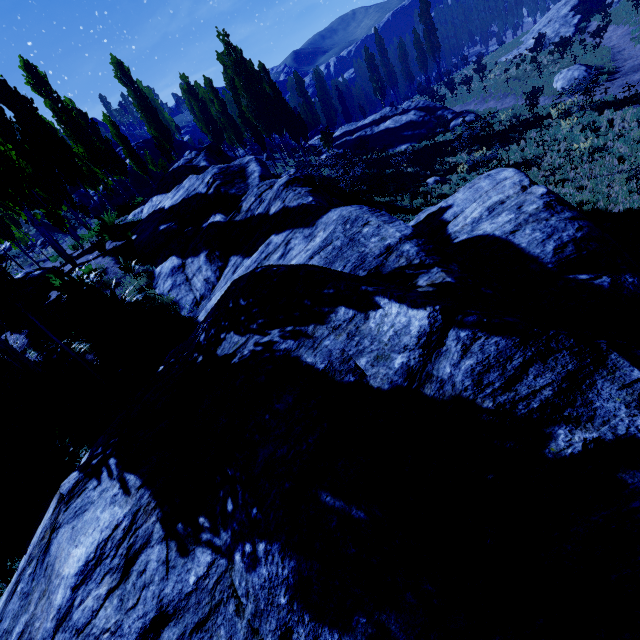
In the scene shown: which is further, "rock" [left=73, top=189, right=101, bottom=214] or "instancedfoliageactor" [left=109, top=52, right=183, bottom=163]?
"rock" [left=73, top=189, right=101, bottom=214]

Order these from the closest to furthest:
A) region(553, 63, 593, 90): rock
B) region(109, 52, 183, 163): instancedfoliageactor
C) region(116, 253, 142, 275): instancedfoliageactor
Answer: region(116, 253, 142, 275): instancedfoliageactor, region(553, 63, 593, 90): rock, region(109, 52, 183, 163): instancedfoliageactor

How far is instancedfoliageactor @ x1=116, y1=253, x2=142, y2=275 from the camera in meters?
10.3 m

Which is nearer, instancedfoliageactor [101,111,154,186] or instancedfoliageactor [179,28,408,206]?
instancedfoliageactor [179,28,408,206]

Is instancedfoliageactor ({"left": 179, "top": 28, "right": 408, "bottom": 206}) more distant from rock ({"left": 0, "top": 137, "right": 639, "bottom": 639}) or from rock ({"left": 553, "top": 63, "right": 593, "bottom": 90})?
rock ({"left": 553, "top": 63, "right": 593, "bottom": 90})

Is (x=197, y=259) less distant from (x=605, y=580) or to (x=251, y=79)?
(x=605, y=580)

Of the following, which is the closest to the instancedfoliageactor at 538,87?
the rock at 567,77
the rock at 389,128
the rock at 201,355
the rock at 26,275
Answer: the rock at 201,355

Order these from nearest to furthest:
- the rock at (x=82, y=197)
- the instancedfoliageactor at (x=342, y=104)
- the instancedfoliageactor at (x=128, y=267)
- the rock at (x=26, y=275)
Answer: the instancedfoliageactor at (x=128, y=267), the rock at (x=26, y=275), the rock at (x=82, y=197), the instancedfoliageactor at (x=342, y=104)
